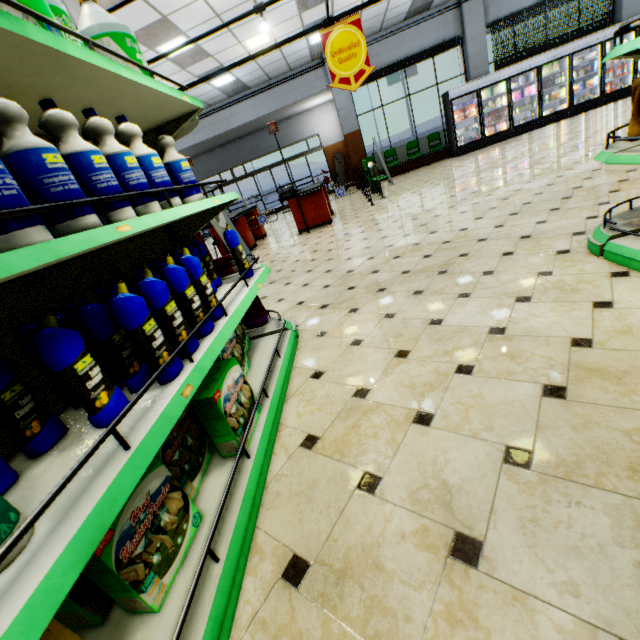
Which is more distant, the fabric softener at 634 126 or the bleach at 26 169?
the fabric softener at 634 126

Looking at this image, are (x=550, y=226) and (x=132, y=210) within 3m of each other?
no

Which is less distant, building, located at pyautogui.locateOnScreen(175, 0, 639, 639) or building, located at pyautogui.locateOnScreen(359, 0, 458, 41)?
building, located at pyautogui.locateOnScreen(175, 0, 639, 639)

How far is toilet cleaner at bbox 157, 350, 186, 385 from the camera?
1.3m

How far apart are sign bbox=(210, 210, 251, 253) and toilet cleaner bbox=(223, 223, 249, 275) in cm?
295

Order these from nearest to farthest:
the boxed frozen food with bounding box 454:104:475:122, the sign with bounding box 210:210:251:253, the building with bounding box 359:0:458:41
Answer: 1. the sign with bounding box 210:210:251:253
2. the building with bounding box 359:0:458:41
3. the boxed frozen food with bounding box 454:104:475:122

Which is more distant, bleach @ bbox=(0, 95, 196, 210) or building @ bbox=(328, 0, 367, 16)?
building @ bbox=(328, 0, 367, 16)

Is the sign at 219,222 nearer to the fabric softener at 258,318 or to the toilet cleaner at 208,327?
the fabric softener at 258,318
